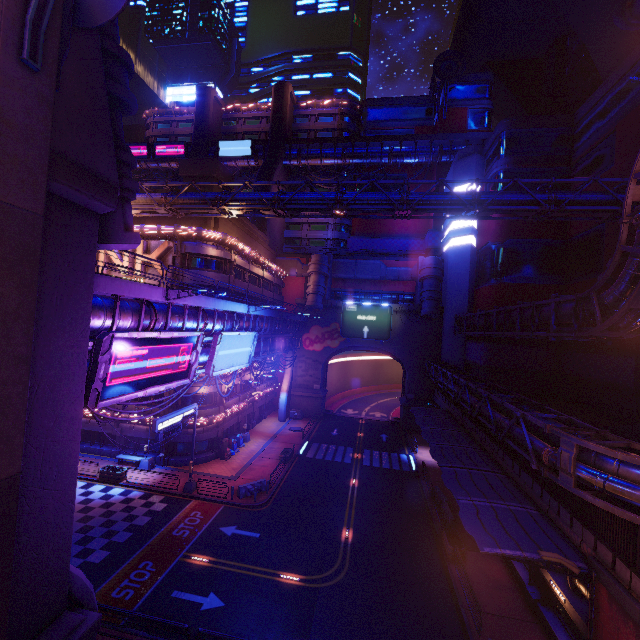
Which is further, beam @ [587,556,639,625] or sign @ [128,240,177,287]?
sign @ [128,240,177,287]

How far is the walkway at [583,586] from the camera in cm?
1337

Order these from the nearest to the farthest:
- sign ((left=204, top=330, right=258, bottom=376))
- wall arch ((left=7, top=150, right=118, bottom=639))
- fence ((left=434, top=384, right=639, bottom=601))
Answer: wall arch ((left=7, top=150, right=118, bottom=639)), fence ((left=434, top=384, right=639, bottom=601)), sign ((left=204, top=330, right=258, bottom=376))

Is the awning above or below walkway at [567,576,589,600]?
above

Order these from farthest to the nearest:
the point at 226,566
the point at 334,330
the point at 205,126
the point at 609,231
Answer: the point at 205,126 < the point at 334,330 < the point at 609,231 < the point at 226,566

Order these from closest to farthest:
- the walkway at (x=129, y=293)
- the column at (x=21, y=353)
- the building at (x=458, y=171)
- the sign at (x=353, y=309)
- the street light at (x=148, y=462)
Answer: the column at (x=21, y=353)
the walkway at (x=129, y=293)
the street light at (x=148, y=462)
the building at (x=458, y=171)
the sign at (x=353, y=309)

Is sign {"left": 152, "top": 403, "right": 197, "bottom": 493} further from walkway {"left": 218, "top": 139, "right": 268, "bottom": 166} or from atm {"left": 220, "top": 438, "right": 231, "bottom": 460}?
walkway {"left": 218, "top": 139, "right": 268, "bottom": 166}

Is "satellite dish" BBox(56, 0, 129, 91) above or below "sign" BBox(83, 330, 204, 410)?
above
